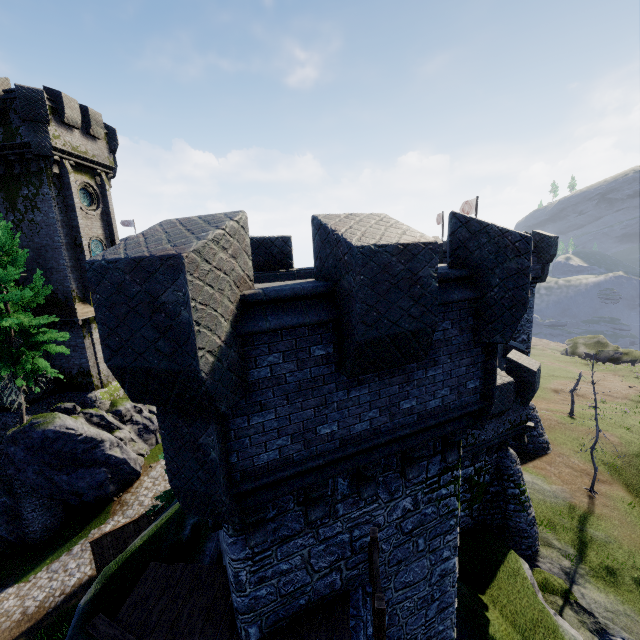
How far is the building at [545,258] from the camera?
21.5 meters

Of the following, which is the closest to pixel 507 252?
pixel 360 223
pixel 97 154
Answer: pixel 360 223

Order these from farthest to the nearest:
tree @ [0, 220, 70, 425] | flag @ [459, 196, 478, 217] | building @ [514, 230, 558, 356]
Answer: flag @ [459, 196, 478, 217], building @ [514, 230, 558, 356], tree @ [0, 220, 70, 425]

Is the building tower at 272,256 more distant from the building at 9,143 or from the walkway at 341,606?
the building at 9,143

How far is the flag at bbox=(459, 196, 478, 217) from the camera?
30.73m

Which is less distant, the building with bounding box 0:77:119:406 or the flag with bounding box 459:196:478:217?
the building with bounding box 0:77:119:406

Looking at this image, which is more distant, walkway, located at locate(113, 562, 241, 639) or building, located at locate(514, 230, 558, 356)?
building, located at locate(514, 230, 558, 356)

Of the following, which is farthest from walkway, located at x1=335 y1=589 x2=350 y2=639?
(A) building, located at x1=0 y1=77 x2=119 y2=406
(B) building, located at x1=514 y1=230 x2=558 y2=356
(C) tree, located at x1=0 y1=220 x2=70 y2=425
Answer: (A) building, located at x1=0 y1=77 x2=119 y2=406
